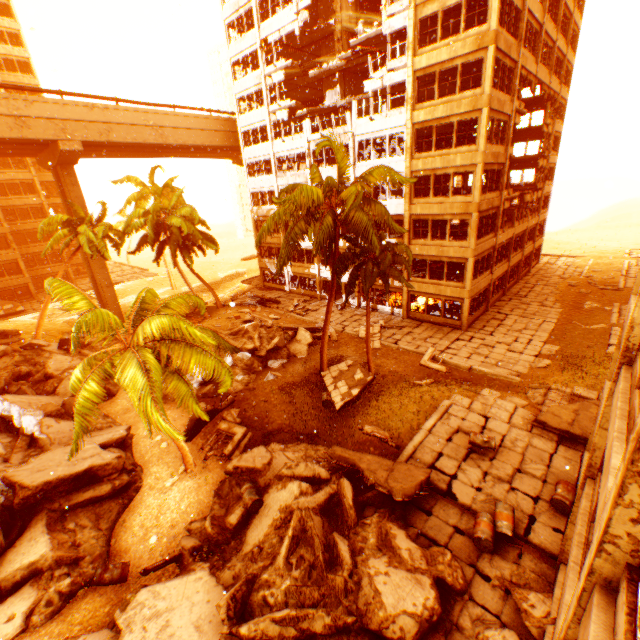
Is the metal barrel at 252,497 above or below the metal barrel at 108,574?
above

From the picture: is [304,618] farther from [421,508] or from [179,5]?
[179,5]

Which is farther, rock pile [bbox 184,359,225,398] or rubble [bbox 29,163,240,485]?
rock pile [bbox 184,359,225,398]

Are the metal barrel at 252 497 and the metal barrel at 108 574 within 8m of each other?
yes

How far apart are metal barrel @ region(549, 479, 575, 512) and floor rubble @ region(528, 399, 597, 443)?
2.9m

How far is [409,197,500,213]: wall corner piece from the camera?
21.44m

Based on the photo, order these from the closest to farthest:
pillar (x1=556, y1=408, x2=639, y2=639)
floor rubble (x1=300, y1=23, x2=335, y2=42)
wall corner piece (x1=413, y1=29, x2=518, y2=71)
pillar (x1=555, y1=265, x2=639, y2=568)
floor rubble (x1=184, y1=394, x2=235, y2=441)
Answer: pillar (x1=556, y1=408, x2=639, y2=639)
pillar (x1=555, y1=265, x2=639, y2=568)
floor rubble (x1=184, y1=394, x2=235, y2=441)
wall corner piece (x1=413, y1=29, x2=518, y2=71)
floor rubble (x1=300, y1=23, x2=335, y2=42)

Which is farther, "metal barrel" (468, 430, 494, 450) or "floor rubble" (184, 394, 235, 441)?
"floor rubble" (184, 394, 235, 441)
